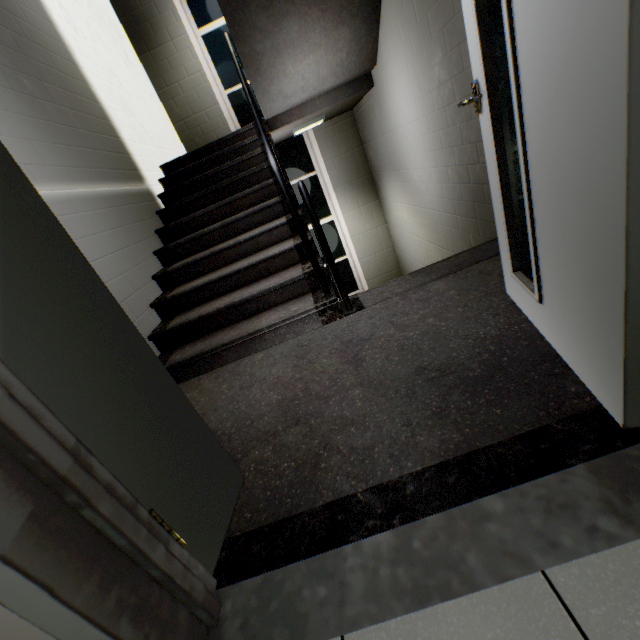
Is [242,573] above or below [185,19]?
below
